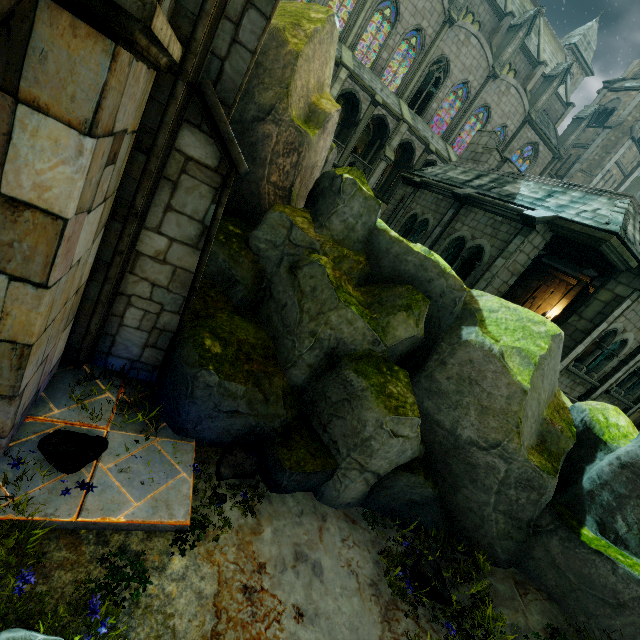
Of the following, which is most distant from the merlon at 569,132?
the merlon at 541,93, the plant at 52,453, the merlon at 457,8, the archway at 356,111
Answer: the plant at 52,453

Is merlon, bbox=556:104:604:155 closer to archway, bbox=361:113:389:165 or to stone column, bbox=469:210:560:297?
archway, bbox=361:113:389:165

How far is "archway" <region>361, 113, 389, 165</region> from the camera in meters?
24.7 m

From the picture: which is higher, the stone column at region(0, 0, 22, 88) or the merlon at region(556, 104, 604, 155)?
the merlon at region(556, 104, 604, 155)

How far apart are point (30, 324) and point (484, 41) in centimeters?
3628cm

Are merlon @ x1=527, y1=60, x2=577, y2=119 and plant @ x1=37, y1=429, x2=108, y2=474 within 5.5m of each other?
no

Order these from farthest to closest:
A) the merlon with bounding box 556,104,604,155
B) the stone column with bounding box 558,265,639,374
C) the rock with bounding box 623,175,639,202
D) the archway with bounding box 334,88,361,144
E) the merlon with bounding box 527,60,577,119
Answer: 1. the rock with bounding box 623,175,639,202
2. the merlon with bounding box 556,104,604,155
3. the merlon with bounding box 527,60,577,119
4. the archway with bounding box 334,88,361,144
5. the stone column with bounding box 558,265,639,374

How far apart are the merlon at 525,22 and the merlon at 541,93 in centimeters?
458cm
